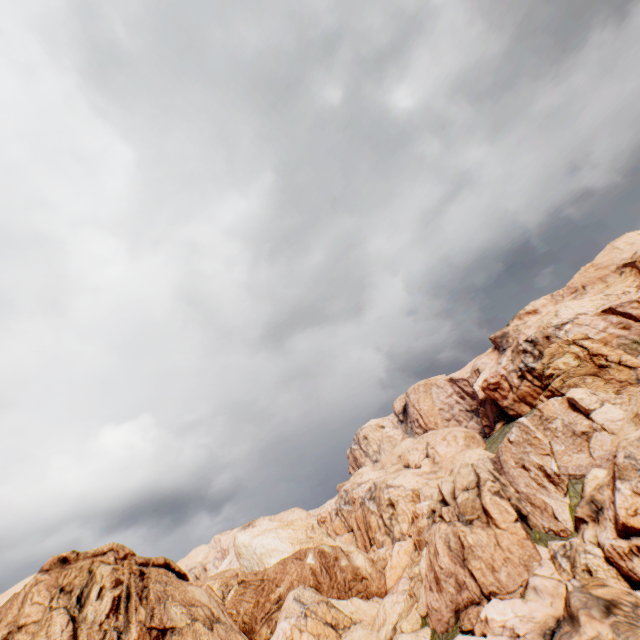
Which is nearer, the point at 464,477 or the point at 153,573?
the point at 464,477
